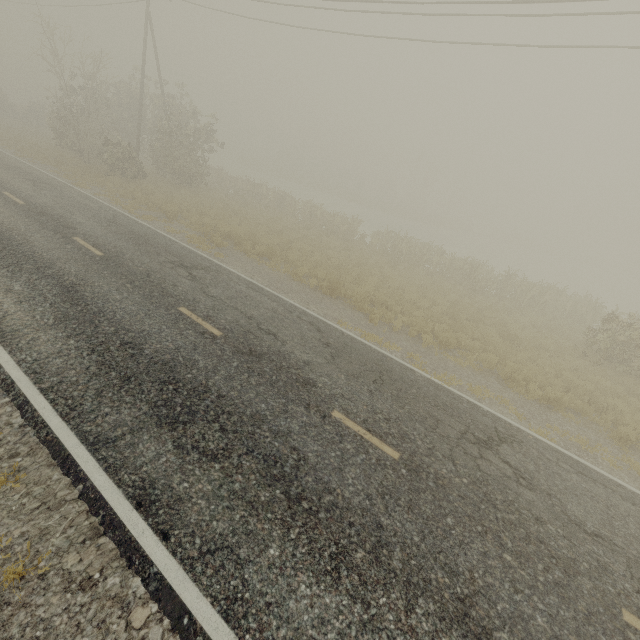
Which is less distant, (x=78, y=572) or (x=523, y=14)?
(x=78, y=572)
